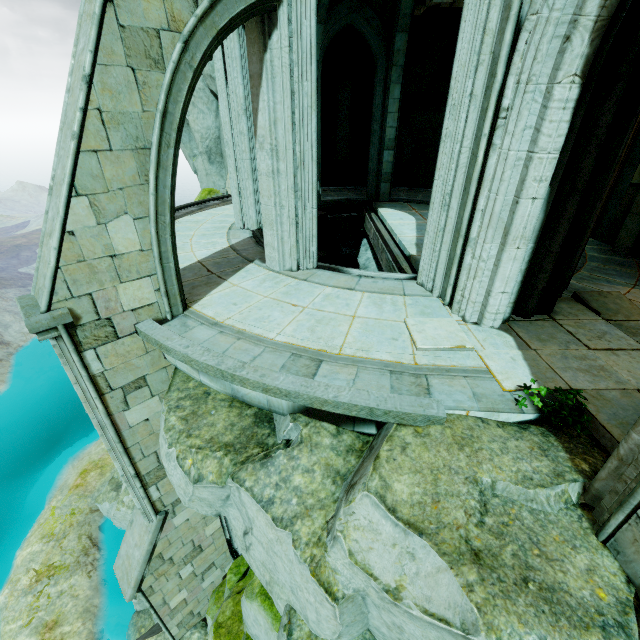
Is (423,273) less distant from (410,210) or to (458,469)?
(458,469)

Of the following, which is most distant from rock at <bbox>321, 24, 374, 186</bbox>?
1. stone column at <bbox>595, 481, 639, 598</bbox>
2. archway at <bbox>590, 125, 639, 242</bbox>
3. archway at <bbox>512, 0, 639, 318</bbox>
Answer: stone column at <bbox>595, 481, 639, 598</bbox>

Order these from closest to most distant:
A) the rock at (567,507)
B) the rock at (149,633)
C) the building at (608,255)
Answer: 1. the rock at (567,507)
2. the building at (608,255)
3. the rock at (149,633)

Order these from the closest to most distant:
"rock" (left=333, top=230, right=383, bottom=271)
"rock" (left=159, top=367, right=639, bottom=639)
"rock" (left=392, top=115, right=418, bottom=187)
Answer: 1. "rock" (left=159, top=367, right=639, bottom=639)
2. "rock" (left=333, top=230, right=383, bottom=271)
3. "rock" (left=392, top=115, right=418, bottom=187)

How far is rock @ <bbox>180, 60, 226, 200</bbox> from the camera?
13.18m

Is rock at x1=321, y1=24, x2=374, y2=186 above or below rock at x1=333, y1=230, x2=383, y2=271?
above

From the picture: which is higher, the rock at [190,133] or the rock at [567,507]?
the rock at [190,133]
